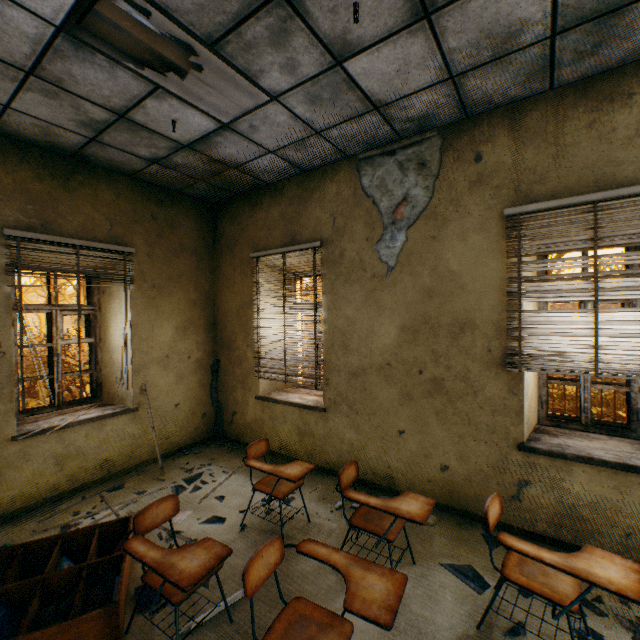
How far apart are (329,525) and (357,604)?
1.8m

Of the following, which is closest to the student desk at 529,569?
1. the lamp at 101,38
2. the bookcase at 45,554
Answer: the bookcase at 45,554

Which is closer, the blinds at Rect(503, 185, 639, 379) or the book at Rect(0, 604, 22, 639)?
the book at Rect(0, 604, 22, 639)

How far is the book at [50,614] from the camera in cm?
202

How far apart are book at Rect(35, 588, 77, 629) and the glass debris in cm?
239

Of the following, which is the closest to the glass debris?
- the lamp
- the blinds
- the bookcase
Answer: the blinds

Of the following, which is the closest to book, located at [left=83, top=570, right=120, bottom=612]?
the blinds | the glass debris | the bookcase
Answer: the bookcase
